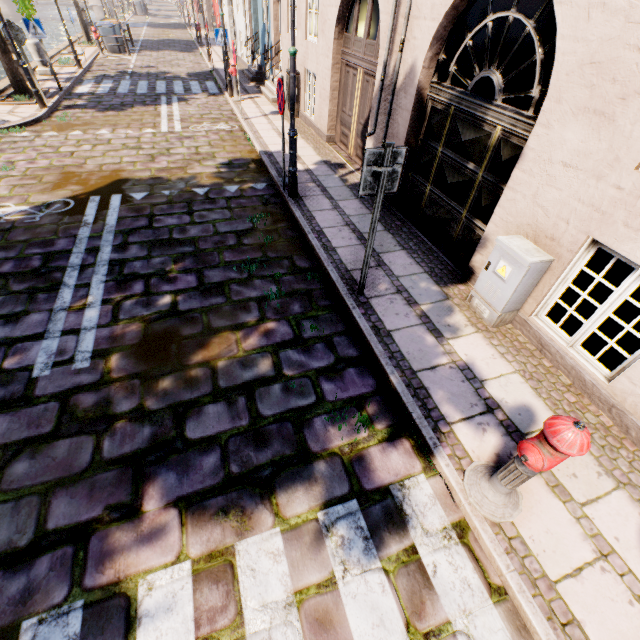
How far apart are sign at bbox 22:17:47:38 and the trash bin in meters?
10.4

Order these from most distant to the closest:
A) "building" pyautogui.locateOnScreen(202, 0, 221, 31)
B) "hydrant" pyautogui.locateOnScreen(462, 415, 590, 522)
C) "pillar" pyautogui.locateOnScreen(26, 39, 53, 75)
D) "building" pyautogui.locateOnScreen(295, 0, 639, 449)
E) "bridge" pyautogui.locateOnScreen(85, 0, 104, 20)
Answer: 1. "bridge" pyautogui.locateOnScreen(85, 0, 104, 20)
2. "building" pyautogui.locateOnScreen(202, 0, 221, 31)
3. "pillar" pyautogui.locateOnScreen(26, 39, 53, 75)
4. "building" pyautogui.locateOnScreen(295, 0, 639, 449)
5. "hydrant" pyautogui.locateOnScreen(462, 415, 590, 522)

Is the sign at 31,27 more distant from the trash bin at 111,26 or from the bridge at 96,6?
the bridge at 96,6

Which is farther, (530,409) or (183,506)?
(530,409)

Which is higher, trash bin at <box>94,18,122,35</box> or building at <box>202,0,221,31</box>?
building at <box>202,0,221,31</box>

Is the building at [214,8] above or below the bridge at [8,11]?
above

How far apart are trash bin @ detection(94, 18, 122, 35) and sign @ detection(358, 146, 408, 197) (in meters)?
23.90

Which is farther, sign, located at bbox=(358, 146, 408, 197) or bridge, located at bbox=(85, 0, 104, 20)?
bridge, located at bbox=(85, 0, 104, 20)
